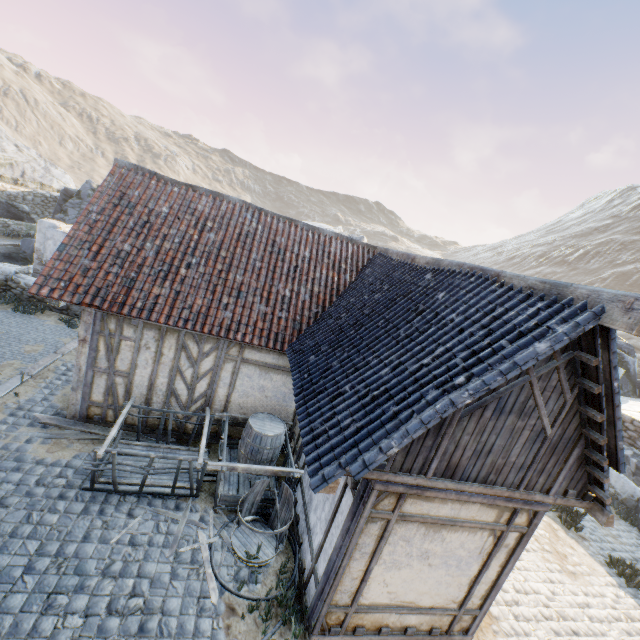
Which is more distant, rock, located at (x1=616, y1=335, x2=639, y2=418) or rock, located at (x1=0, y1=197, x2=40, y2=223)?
rock, located at (x1=0, y1=197, x2=40, y2=223)

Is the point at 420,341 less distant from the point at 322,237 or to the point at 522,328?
the point at 522,328

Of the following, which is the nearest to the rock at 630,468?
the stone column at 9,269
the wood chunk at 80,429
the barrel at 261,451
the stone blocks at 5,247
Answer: the stone blocks at 5,247

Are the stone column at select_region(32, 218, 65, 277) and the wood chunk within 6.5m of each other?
no

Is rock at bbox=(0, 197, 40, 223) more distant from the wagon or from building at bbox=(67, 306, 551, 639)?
the wagon

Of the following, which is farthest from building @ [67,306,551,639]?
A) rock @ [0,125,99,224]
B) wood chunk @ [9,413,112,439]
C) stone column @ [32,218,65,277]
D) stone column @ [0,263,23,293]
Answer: rock @ [0,125,99,224]

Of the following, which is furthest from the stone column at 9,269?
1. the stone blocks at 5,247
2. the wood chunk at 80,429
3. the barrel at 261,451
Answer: the barrel at 261,451

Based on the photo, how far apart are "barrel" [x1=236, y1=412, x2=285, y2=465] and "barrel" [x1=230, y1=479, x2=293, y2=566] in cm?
100
